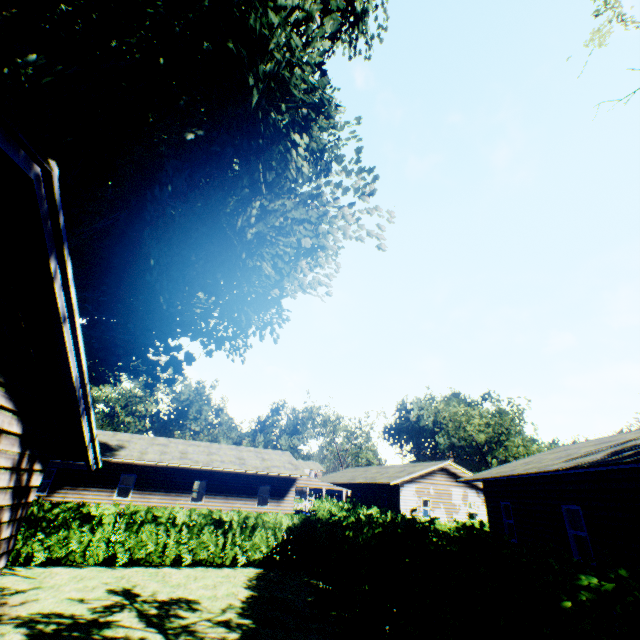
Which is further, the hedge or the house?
the house

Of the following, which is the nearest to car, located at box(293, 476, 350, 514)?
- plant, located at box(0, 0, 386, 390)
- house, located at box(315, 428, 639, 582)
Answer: house, located at box(315, 428, 639, 582)

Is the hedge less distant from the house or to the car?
the house

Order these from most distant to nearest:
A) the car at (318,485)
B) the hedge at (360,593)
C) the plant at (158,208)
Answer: the car at (318,485) → the plant at (158,208) → the hedge at (360,593)

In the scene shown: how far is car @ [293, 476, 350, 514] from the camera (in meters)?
27.30

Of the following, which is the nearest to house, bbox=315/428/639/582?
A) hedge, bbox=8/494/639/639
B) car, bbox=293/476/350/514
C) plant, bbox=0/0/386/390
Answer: hedge, bbox=8/494/639/639

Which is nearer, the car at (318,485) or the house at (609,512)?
the house at (609,512)

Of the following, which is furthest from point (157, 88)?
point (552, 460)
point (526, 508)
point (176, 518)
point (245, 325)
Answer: point (526, 508)
